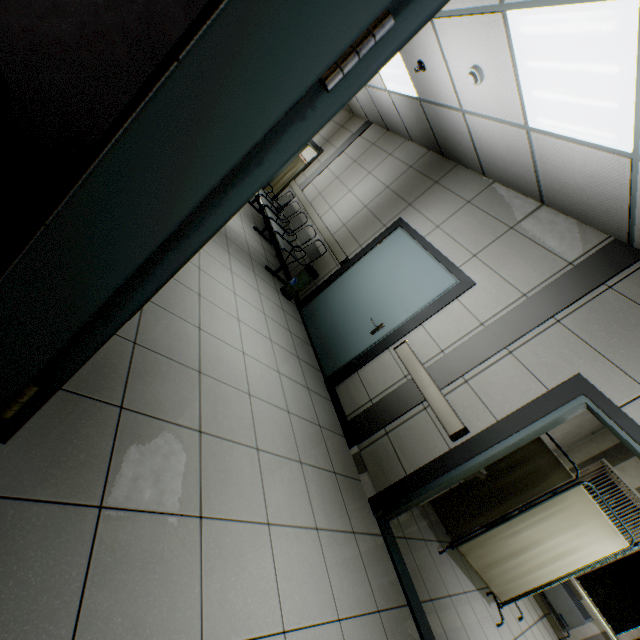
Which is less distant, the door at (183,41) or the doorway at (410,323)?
the door at (183,41)

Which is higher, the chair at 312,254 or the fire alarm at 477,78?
the fire alarm at 477,78

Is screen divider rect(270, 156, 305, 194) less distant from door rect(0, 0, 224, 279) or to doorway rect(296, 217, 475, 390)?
doorway rect(296, 217, 475, 390)

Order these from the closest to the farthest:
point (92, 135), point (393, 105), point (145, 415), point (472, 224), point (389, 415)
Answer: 1. point (92, 135)
2. point (145, 415)
3. point (389, 415)
4. point (472, 224)
5. point (393, 105)

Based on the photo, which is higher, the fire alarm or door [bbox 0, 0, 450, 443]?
Answer: the fire alarm

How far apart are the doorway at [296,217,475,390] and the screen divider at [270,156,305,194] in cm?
664

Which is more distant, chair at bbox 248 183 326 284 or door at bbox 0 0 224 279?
chair at bbox 248 183 326 284

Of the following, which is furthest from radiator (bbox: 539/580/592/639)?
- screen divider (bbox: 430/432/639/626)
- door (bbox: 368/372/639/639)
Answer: door (bbox: 368/372/639/639)
